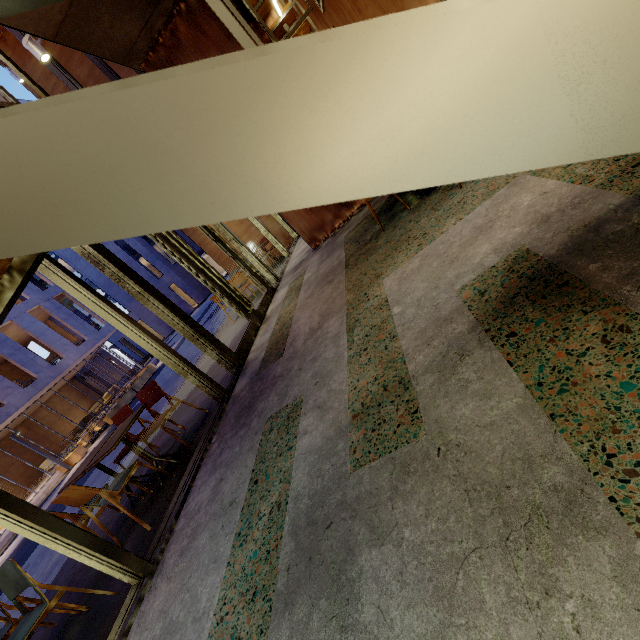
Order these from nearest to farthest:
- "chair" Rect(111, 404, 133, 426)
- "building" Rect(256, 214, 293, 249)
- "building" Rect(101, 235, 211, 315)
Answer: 1. "chair" Rect(111, 404, 133, 426)
2. "building" Rect(256, 214, 293, 249)
3. "building" Rect(101, 235, 211, 315)

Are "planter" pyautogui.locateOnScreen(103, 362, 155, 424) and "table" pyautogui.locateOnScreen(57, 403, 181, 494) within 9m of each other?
no

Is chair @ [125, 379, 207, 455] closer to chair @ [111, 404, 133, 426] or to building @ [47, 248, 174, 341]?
chair @ [111, 404, 133, 426]

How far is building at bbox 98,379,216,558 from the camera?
3.2 meters

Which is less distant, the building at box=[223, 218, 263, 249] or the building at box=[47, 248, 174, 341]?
the building at box=[223, 218, 263, 249]

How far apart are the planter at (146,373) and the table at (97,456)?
13.7m

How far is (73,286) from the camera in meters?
3.5 m

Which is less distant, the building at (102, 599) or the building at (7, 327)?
the building at (102, 599)
